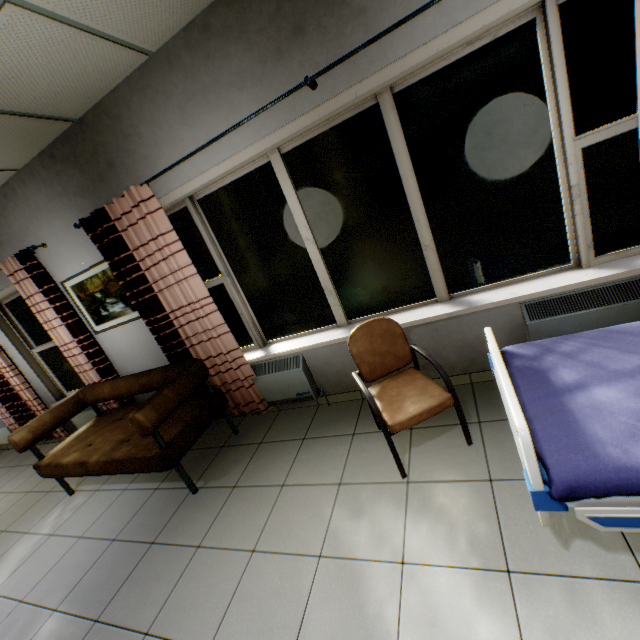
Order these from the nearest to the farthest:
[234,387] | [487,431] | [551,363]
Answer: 1. [551,363]
2. [487,431]
3. [234,387]

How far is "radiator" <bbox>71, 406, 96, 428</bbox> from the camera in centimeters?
459cm

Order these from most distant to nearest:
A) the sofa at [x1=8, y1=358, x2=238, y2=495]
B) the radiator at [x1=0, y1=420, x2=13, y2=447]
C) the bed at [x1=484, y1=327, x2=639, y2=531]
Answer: the radiator at [x1=0, y1=420, x2=13, y2=447] < the sofa at [x1=8, y1=358, x2=238, y2=495] < the bed at [x1=484, y1=327, x2=639, y2=531]

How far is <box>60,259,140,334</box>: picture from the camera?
3.5 meters

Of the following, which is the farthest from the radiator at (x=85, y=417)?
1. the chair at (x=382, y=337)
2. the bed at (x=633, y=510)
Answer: the bed at (x=633, y=510)

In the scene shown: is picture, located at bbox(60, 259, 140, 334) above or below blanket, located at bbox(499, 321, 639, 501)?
above

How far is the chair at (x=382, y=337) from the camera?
2.05m

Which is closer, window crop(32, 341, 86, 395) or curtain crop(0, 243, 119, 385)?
curtain crop(0, 243, 119, 385)
